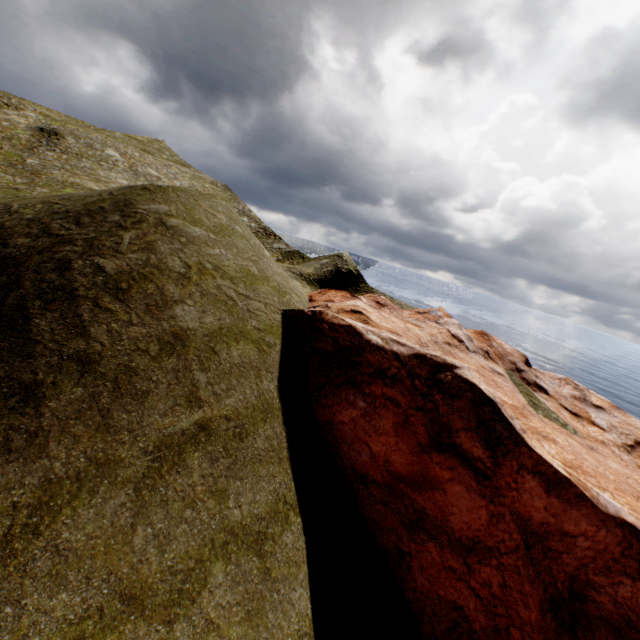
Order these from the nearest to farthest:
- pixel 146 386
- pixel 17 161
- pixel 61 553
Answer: pixel 61 553 < pixel 146 386 < pixel 17 161
